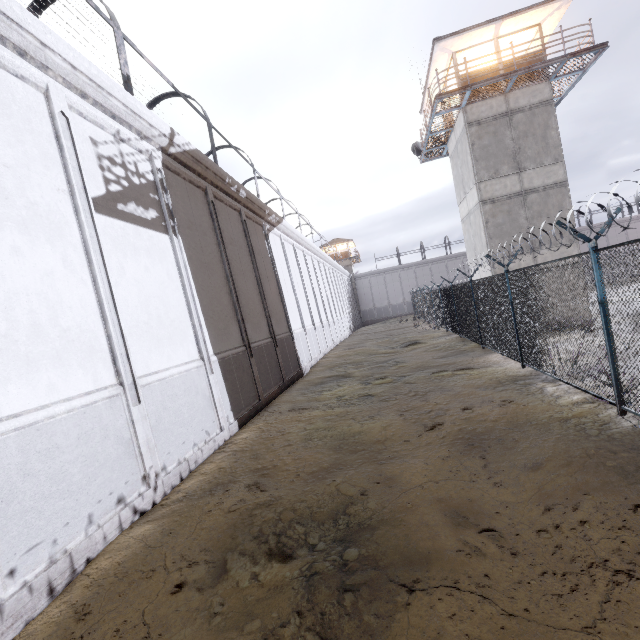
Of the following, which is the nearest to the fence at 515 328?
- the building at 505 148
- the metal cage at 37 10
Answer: the building at 505 148

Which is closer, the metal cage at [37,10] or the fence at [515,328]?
the fence at [515,328]

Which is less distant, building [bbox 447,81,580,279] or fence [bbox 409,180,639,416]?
fence [bbox 409,180,639,416]

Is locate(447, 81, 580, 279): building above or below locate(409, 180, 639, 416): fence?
above

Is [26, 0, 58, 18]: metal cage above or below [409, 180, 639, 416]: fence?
above

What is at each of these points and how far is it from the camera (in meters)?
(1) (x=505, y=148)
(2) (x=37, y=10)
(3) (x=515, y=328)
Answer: (1) building, 16.00
(2) metal cage, 8.03
(3) fence, 9.37

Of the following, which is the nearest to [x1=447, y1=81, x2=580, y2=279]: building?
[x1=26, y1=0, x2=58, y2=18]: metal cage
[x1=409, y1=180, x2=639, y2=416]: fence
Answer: [x1=409, y1=180, x2=639, y2=416]: fence

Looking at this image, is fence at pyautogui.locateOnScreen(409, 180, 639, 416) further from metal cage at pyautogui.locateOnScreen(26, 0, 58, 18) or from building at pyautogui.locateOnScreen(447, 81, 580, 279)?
metal cage at pyautogui.locateOnScreen(26, 0, 58, 18)
